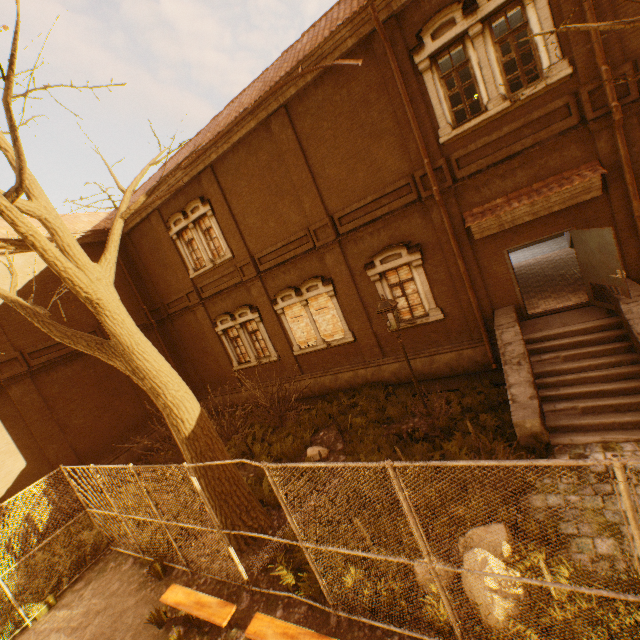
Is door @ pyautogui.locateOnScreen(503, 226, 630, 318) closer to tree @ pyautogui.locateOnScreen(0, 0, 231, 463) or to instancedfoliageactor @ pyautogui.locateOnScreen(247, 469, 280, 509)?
tree @ pyautogui.locateOnScreen(0, 0, 231, 463)

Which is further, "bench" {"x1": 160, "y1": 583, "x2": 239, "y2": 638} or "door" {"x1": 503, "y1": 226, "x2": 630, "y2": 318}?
"door" {"x1": 503, "y1": 226, "x2": 630, "y2": 318}

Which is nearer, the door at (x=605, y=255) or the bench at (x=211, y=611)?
the bench at (x=211, y=611)

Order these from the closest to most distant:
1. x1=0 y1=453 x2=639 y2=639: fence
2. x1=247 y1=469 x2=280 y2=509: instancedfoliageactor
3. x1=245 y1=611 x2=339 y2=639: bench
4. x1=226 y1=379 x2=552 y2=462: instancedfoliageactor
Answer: x1=0 y1=453 x2=639 y2=639: fence, x1=245 y1=611 x2=339 y2=639: bench, x1=226 y1=379 x2=552 y2=462: instancedfoliageactor, x1=247 y1=469 x2=280 y2=509: instancedfoliageactor

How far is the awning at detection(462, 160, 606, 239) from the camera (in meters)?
7.81

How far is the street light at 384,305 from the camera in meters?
7.4 m

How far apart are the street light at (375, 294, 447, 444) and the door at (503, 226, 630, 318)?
4.2m

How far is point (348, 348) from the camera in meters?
12.9
